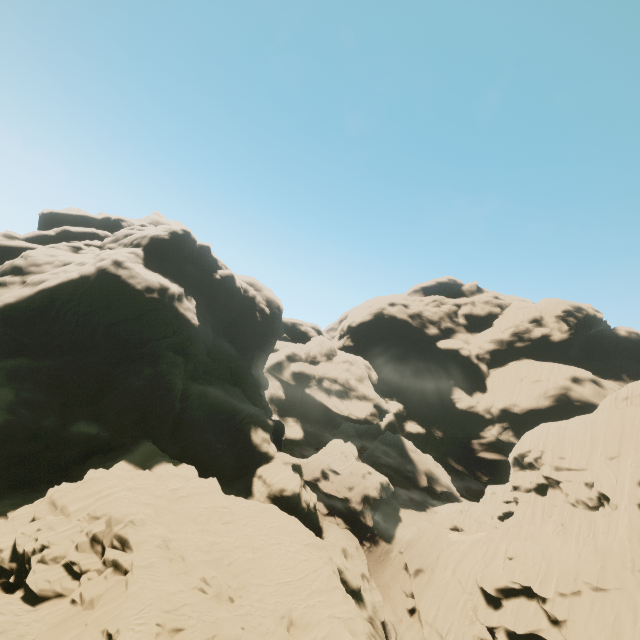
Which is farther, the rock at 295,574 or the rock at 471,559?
the rock at 471,559

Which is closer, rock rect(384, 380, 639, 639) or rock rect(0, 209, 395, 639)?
rock rect(0, 209, 395, 639)

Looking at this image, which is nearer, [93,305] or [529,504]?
[93,305]
